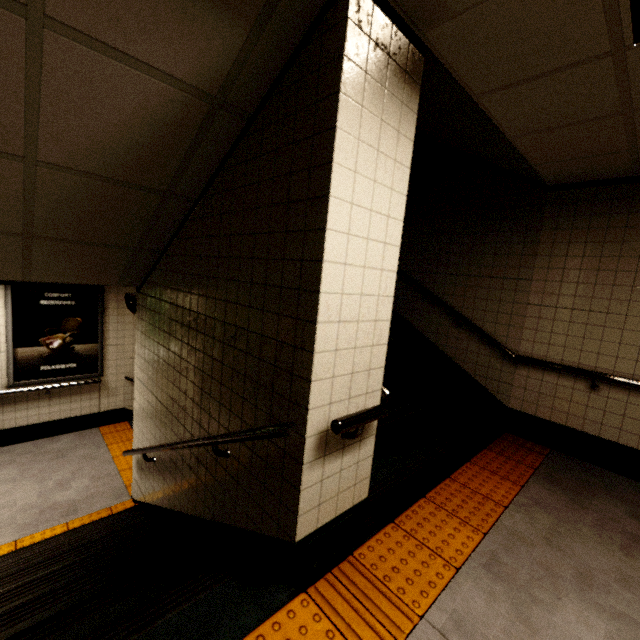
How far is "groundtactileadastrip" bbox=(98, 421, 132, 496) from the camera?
4.9 meters

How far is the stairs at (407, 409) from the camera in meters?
2.6 m

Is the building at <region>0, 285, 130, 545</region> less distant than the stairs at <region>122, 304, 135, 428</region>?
Yes

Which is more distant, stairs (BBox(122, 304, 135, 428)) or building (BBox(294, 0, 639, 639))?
stairs (BBox(122, 304, 135, 428))

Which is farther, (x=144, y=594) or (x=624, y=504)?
(x=624, y=504)

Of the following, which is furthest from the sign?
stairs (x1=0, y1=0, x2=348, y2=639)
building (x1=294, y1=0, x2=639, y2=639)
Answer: building (x1=294, y1=0, x2=639, y2=639)

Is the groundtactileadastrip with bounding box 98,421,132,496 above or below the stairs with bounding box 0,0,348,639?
below

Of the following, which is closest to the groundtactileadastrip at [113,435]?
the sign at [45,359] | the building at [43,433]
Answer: the building at [43,433]
